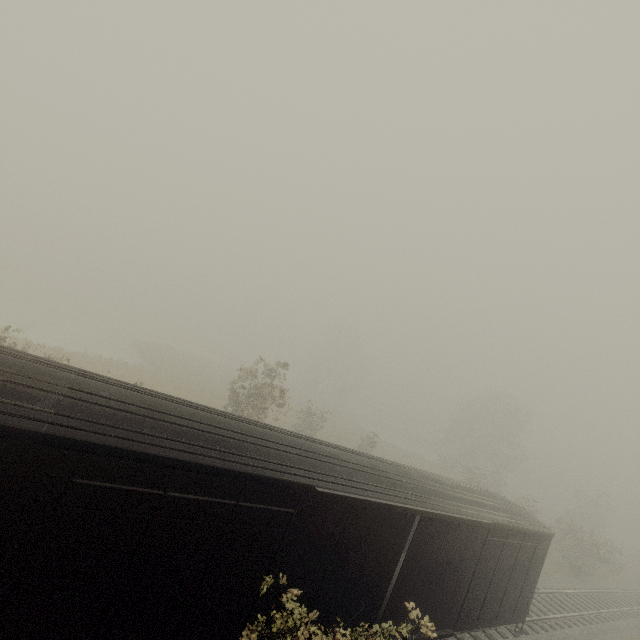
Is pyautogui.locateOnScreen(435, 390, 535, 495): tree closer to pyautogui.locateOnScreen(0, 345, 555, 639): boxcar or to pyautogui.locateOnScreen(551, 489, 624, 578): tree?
pyautogui.locateOnScreen(551, 489, 624, 578): tree

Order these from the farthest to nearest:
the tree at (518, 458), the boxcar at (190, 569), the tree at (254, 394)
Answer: the tree at (518, 458) < the tree at (254, 394) < the boxcar at (190, 569)

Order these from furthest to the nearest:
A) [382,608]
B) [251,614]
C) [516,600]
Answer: [516,600] → [382,608] → [251,614]

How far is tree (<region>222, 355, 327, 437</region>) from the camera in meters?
18.7

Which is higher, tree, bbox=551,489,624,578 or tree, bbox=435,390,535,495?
tree, bbox=435,390,535,495

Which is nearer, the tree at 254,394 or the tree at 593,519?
the tree at 254,394
